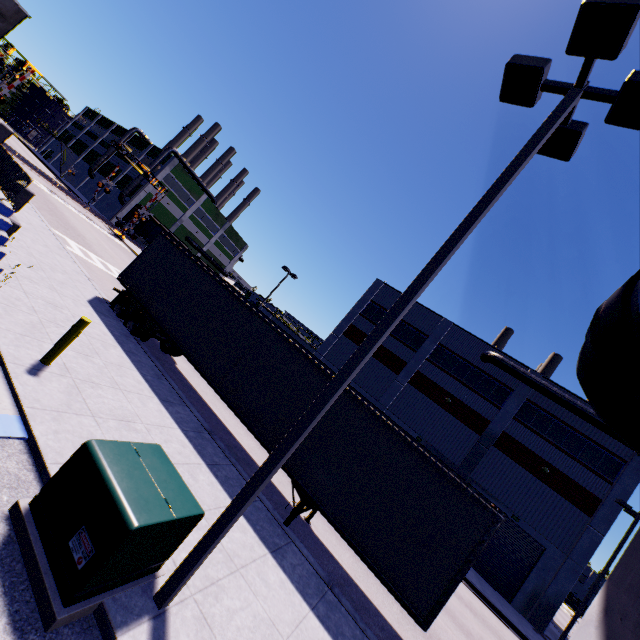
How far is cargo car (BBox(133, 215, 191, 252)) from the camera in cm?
5012

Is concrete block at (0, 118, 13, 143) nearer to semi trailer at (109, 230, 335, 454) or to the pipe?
semi trailer at (109, 230, 335, 454)

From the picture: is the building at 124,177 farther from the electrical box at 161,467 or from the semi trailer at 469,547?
the electrical box at 161,467

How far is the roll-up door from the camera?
22.0 meters

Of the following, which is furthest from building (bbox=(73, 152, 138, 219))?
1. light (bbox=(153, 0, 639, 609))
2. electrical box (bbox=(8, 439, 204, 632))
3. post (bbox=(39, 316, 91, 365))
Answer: electrical box (bbox=(8, 439, 204, 632))

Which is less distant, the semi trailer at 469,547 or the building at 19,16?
the semi trailer at 469,547

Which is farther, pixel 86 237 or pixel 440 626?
pixel 86 237

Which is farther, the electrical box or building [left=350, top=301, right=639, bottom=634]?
building [left=350, top=301, right=639, bottom=634]
